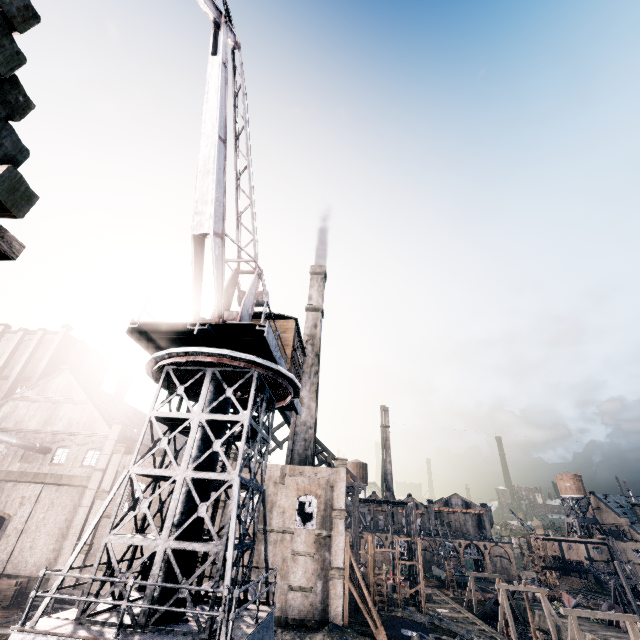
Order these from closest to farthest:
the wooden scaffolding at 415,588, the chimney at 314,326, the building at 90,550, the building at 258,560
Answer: the building at 258,560 < the building at 90,550 < the chimney at 314,326 < the wooden scaffolding at 415,588

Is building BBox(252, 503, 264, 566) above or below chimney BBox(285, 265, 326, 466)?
below

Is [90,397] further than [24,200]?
Yes

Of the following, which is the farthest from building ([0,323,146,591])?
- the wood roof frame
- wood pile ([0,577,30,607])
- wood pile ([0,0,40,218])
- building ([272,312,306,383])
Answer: wood pile ([0,0,40,218])

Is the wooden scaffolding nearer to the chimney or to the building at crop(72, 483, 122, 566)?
the building at crop(72, 483, 122, 566)

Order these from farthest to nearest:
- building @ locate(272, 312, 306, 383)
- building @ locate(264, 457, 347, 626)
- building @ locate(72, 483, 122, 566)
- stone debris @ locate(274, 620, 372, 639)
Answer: building @ locate(72, 483, 122, 566) → building @ locate(264, 457, 347, 626) → stone debris @ locate(274, 620, 372, 639) → building @ locate(272, 312, 306, 383)

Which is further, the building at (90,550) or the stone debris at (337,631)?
the building at (90,550)

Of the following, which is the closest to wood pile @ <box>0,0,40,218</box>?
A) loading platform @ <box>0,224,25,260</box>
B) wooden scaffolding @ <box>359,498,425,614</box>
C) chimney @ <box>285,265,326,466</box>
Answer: loading platform @ <box>0,224,25,260</box>
